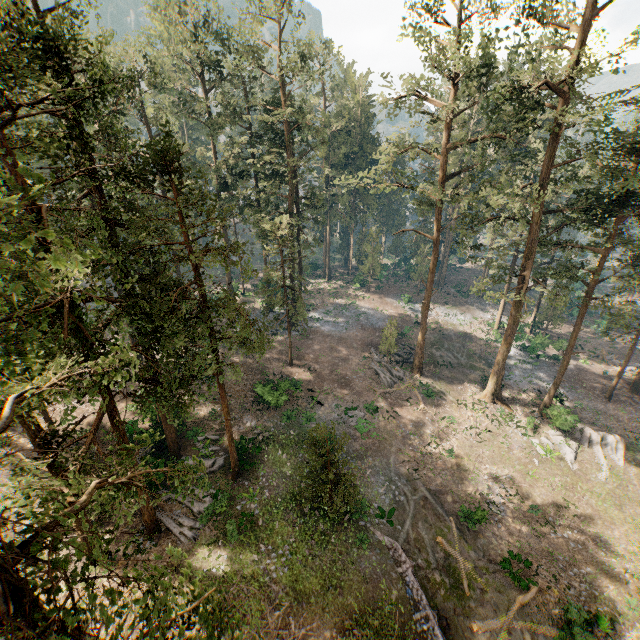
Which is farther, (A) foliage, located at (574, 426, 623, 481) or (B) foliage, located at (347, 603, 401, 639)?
(A) foliage, located at (574, 426, 623, 481)

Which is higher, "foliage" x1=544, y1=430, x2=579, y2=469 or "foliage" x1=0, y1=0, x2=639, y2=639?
"foliage" x1=0, y1=0, x2=639, y2=639

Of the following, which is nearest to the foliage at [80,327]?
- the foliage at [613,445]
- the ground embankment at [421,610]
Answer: the foliage at [613,445]

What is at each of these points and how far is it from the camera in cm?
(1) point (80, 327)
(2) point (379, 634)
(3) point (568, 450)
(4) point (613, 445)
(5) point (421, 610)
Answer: (1) foliage, 1413
(2) foliage, 1079
(3) foliage, 2819
(4) foliage, 2862
(5) ground embankment, 1716

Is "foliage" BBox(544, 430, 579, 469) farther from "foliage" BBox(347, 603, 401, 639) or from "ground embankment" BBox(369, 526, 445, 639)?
"ground embankment" BBox(369, 526, 445, 639)
